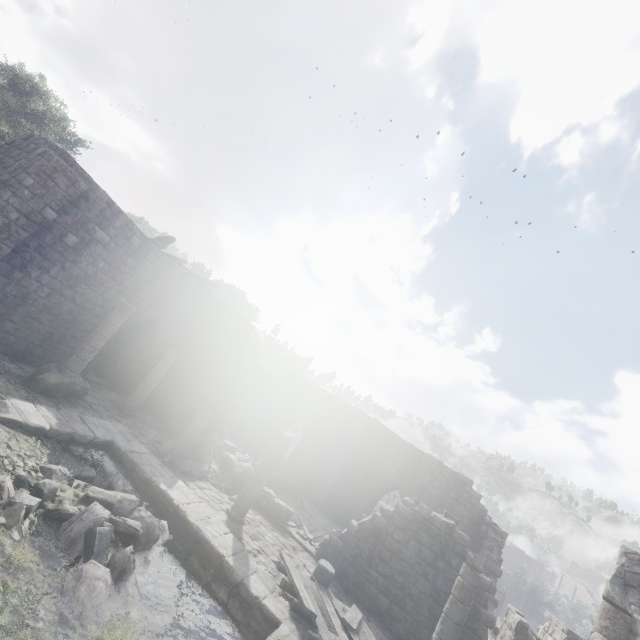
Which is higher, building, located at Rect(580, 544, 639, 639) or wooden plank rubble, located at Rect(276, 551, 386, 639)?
building, located at Rect(580, 544, 639, 639)

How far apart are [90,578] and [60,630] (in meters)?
0.79

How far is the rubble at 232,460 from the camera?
12.4m

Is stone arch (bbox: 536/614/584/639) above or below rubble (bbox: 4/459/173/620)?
above

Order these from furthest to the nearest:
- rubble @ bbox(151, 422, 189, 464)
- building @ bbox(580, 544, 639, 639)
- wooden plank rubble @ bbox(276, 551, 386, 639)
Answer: rubble @ bbox(151, 422, 189, 464), wooden plank rubble @ bbox(276, 551, 386, 639), building @ bbox(580, 544, 639, 639)

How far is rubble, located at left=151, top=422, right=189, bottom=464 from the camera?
12.35m

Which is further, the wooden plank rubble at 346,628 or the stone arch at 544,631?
the stone arch at 544,631

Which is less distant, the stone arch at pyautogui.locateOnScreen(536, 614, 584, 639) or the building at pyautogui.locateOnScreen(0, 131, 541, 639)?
the building at pyautogui.locateOnScreen(0, 131, 541, 639)
